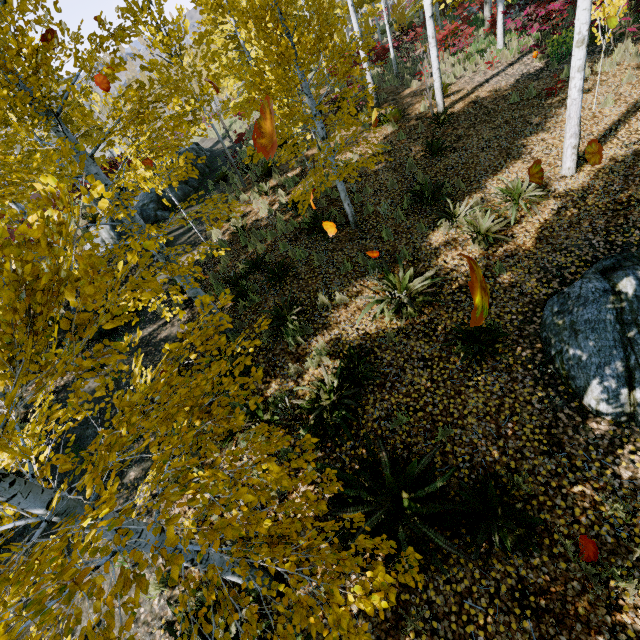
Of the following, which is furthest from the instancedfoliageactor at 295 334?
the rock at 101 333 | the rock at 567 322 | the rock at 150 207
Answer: the rock at 101 333

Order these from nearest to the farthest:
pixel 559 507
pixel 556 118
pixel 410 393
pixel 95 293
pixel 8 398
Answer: pixel 8 398 < pixel 95 293 < pixel 559 507 < pixel 410 393 < pixel 556 118

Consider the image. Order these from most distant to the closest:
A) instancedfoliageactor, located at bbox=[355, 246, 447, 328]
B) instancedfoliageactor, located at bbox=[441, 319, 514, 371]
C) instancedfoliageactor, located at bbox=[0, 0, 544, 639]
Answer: instancedfoliageactor, located at bbox=[355, 246, 447, 328]
instancedfoliageactor, located at bbox=[441, 319, 514, 371]
instancedfoliageactor, located at bbox=[0, 0, 544, 639]

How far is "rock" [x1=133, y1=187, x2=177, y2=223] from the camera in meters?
12.9 m

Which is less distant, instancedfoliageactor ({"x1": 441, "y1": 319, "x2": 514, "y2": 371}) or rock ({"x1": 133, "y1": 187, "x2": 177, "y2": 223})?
instancedfoliageactor ({"x1": 441, "y1": 319, "x2": 514, "y2": 371})

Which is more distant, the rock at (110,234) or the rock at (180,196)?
the rock at (180,196)

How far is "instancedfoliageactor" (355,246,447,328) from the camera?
5.8m

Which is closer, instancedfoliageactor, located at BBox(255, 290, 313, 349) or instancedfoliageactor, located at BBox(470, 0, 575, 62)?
instancedfoliageactor, located at BBox(255, 290, 313, 349)
